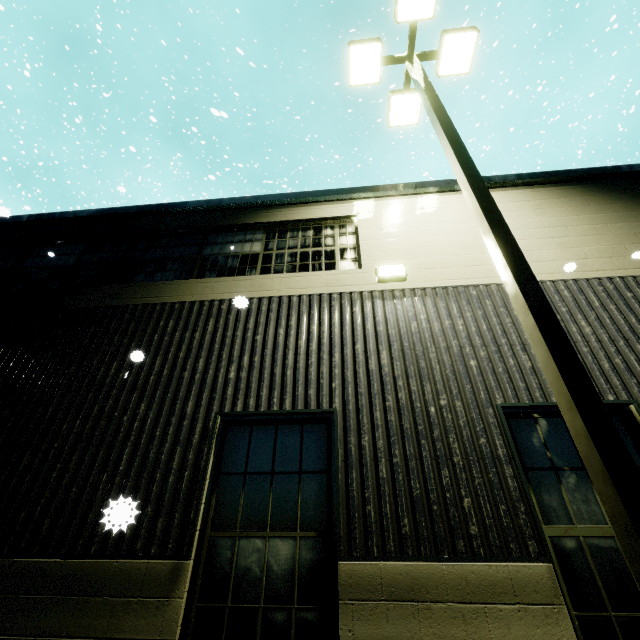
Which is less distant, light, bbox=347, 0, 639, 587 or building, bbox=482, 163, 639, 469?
light, bbox=347, 0, 639, 587

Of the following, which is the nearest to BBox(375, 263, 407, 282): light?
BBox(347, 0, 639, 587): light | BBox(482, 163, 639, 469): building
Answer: Result: BBox(482, 163, 639, 469): building

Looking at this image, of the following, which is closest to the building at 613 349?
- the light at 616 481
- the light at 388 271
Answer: the light at 388 271

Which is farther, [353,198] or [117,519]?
[353,198]

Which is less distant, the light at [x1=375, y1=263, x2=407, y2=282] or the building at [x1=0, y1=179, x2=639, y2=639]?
the building at [x1=0, y1=179, x2=639, y2=639]

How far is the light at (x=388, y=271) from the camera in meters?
5.1

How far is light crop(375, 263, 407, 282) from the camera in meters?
5.1 m
